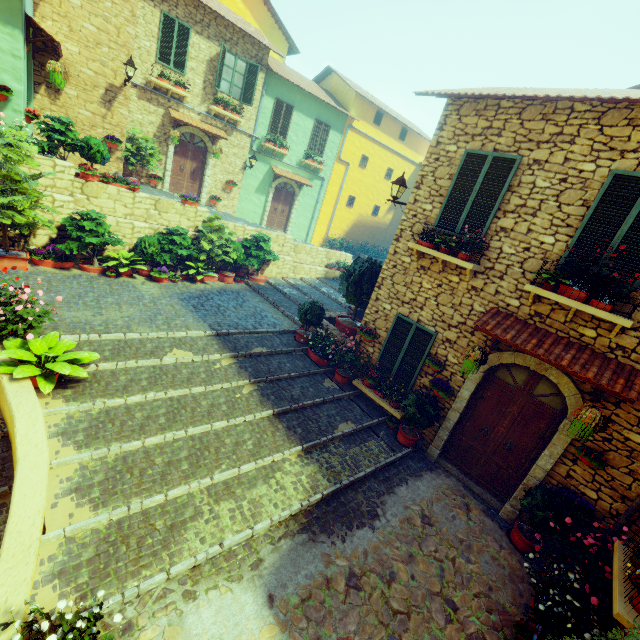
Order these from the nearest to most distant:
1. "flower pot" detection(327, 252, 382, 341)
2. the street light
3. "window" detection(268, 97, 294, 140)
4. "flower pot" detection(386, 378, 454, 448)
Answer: "flower pot" detection(386, 378, 454, 448) → the street light → "flower pot" detection(327, 252, 382, 341) → "window" detection(268, 97, 294, 140)

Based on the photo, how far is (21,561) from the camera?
3.2m

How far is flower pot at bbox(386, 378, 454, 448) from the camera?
7.0m

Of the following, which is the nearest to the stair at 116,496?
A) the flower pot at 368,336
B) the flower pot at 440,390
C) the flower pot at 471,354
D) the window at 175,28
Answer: the flower pot at 368,336

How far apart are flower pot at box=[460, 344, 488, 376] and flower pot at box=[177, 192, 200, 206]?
10.16m

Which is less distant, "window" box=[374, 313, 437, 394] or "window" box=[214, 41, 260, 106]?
"window" box=[374, 313, 437, 394]

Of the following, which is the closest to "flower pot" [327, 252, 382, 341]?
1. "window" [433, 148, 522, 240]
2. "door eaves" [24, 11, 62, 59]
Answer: "window" [433, 148, 522, 240]

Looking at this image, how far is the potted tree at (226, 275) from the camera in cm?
1223
